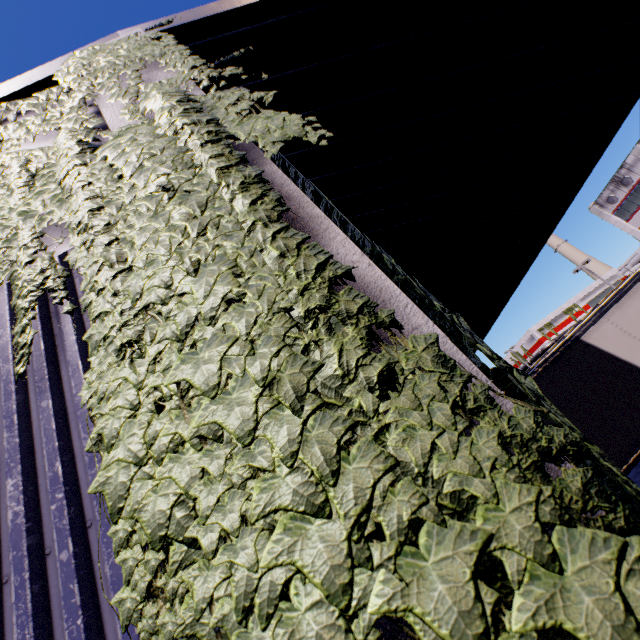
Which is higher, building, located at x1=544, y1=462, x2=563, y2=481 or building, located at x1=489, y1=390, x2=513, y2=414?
building, located at x1=489, y1=390, x2=513, y2=414

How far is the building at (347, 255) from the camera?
1.12m

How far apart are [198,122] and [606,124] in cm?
635

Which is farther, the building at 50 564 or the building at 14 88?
the building at 14 88

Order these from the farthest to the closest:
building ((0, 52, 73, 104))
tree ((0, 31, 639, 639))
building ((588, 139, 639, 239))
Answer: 1. building ((588, 139, 639, 239))
2. building ((0, 52, 73, 104))
3. tree ((0, 31, 639, 639))

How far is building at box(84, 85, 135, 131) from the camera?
2.3 meters
